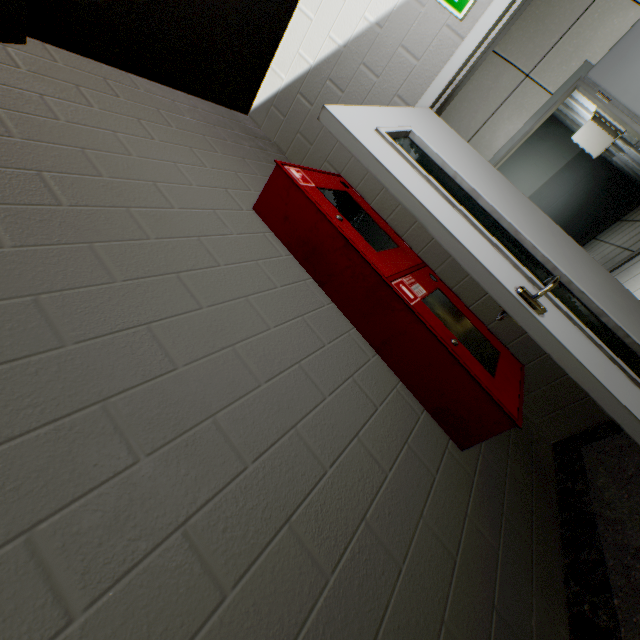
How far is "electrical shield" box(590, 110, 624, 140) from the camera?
4.6m

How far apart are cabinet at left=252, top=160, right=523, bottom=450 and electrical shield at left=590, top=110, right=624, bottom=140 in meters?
5.1 m

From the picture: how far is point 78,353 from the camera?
0.8m

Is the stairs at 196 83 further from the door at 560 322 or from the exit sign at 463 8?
the exit sign at 463 8

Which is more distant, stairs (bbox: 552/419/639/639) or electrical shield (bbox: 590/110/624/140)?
electrical shield (bbox: 590/110/624/140)

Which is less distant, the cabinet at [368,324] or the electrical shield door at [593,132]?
the cabinet at [368,324]

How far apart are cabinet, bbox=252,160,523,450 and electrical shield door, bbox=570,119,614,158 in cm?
543

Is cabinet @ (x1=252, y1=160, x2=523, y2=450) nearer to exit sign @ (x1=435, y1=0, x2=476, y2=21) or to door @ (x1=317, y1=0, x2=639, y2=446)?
door @ (x1=317, y1=0, x2=639, y2=446)
